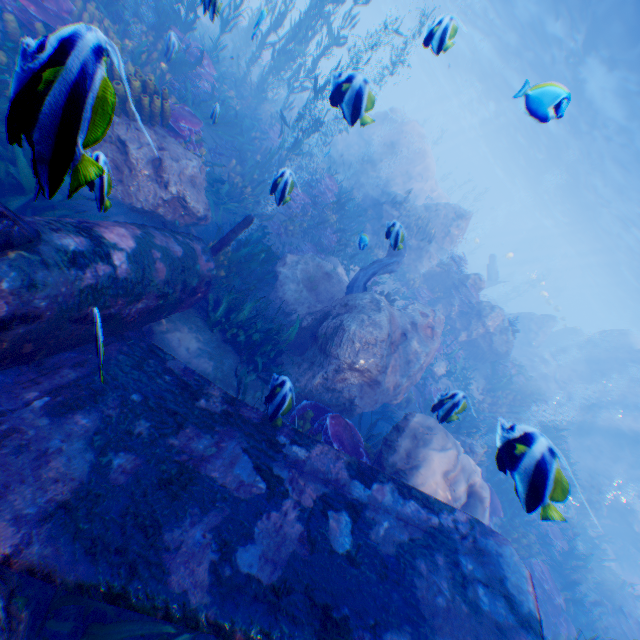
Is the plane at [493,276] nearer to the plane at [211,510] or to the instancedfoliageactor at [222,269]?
the instancedfoliageactor at [222,269]

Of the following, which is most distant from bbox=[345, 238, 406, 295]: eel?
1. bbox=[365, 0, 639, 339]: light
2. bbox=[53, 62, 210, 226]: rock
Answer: bbox=[365, 0, 639, 339]: light

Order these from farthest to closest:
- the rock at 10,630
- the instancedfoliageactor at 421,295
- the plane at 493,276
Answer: the plane at 493,276 < the instancedfoliageactor at 421,295 < the rock at 10,630

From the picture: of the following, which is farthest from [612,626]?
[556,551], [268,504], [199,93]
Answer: [199,93]

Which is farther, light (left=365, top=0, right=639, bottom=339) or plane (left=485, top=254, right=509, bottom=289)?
plane (left=485, top=254, right=509, bottom=289)

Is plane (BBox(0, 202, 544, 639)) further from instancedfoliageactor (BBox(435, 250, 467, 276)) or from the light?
the light

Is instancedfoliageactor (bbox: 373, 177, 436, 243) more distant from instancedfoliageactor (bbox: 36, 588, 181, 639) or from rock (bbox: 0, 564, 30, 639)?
instancedfoliageactor (bbox: 36, 588, 181, 639)

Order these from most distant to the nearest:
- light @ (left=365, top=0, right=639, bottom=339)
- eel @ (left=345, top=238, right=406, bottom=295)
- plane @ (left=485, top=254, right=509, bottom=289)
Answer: plane @ (left=485, top=254, right=509, bottom=289), light @ (left=365, top=0, right=639, bottom=339), eel @ (left=345, top=238, right=406, bottom=295)
